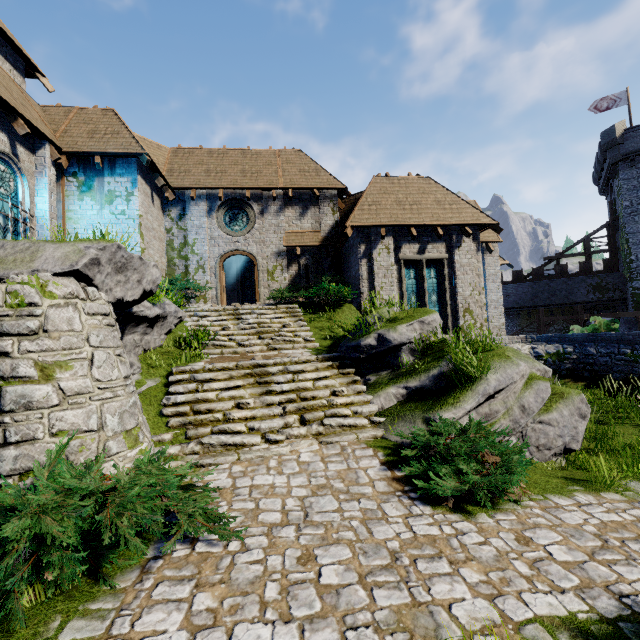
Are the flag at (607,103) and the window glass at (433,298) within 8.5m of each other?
no

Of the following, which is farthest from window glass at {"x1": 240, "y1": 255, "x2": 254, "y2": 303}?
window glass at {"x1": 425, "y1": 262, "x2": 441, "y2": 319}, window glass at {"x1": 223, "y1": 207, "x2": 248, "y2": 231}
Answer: window glass at {"x1": 425, "y1": 262, "x2": 441, "y2": 319}

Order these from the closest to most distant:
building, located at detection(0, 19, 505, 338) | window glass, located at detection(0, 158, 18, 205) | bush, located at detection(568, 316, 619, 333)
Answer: window glass, located at detection(0, 158, 18, 205)
building, located at detection(0, 19, 505, 338)
bush, located at detection(568, 316, 619, 333)

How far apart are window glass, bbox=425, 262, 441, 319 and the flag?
31.5m

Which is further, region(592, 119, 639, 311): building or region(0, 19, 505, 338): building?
region(592, 119, 639, 311): building

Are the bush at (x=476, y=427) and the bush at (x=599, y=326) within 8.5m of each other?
no

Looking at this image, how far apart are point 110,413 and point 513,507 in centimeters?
615cm

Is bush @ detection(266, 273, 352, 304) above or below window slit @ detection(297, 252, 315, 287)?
below
